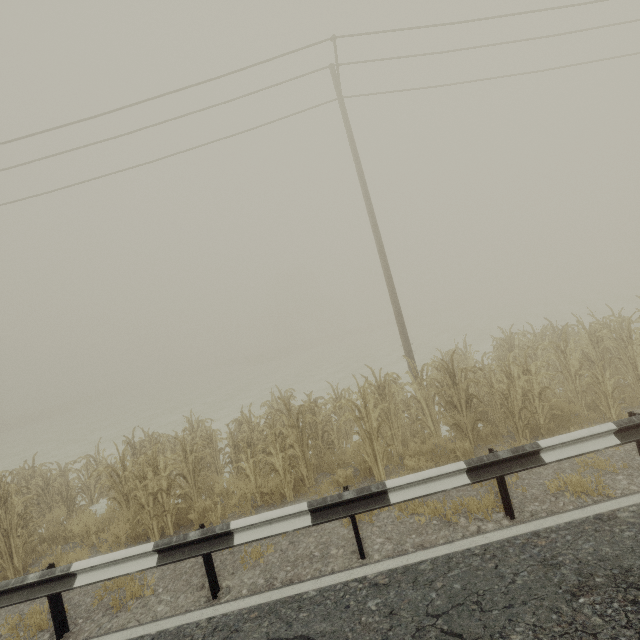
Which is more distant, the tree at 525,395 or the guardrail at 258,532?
the tree at 525,395

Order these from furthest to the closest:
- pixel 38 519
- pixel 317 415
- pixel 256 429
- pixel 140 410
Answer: pixel 140 410, pixel 256 429, pixel 317 415, pixel 38 519

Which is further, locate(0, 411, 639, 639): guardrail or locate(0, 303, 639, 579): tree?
locate(0, 303, 639, 579): tree
